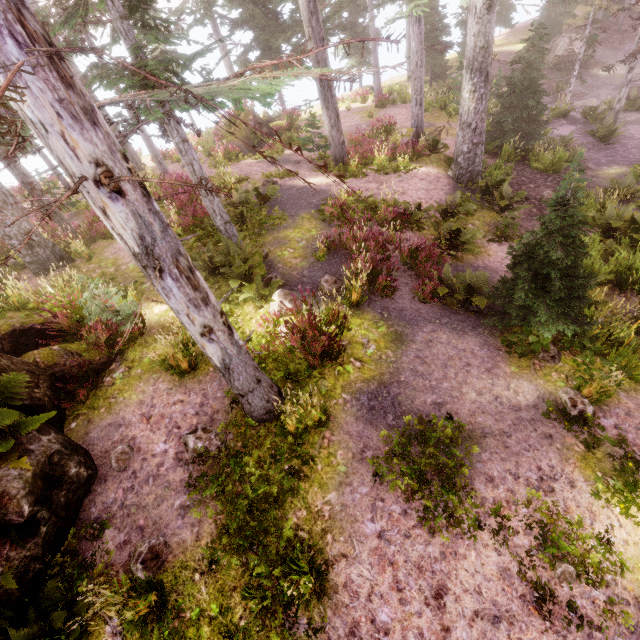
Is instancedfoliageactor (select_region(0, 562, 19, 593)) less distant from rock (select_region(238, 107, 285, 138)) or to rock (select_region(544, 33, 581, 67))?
rock (select_region(544, 33, 581, 67))

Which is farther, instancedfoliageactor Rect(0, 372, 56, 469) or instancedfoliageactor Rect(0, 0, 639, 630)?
instancedfoliageactor Rect(0, 372, 56, 469)

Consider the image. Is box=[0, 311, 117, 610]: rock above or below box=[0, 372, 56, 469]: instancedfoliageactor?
below

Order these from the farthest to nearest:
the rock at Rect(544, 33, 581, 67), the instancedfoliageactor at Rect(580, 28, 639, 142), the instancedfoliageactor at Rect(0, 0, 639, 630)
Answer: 1. the rock at Rect(544, 33, 581, 67)
2. the instancedfoliageactor at Rect(580, 28, 639, 142)
3. the instancedfoliageactor at Rect(0, 0, 639, 630)

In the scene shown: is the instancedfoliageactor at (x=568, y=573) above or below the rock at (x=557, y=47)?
above

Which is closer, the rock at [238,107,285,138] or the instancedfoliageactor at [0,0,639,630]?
the instancedfoliageactor at [0,0,639,630]

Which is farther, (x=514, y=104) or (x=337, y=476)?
(x=514, y=104)

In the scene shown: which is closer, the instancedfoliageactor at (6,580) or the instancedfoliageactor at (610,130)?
the instancedfoliageactor at (6,580)
